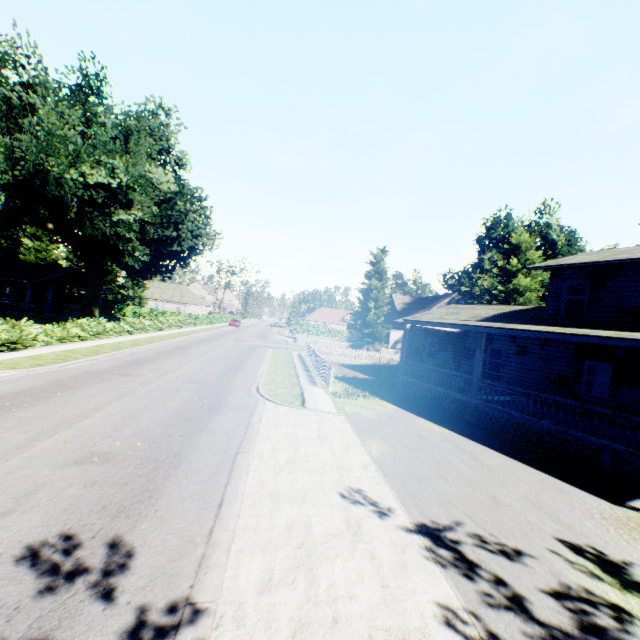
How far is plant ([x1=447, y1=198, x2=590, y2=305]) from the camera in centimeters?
3281cm

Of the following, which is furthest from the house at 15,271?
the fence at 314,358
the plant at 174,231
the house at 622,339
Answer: the house at 622,339

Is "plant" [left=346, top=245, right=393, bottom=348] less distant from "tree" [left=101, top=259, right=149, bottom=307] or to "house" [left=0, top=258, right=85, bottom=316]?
"tree" [left=101, top=259, right=149, bottom=307]

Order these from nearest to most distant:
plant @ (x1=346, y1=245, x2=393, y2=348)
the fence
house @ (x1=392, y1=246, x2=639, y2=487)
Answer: house @ (x1=392, y1=246, x2=639, y2=487) → the fence → plant @ (x1=346, y1=245, x2=393, y2=348)

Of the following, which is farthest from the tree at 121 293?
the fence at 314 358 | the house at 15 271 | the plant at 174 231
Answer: the fence at 314 358

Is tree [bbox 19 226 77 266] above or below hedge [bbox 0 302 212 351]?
above

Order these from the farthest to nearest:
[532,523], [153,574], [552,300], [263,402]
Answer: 1. [552,300]
2. [263,402]
3. [532,523]
4. [153,574]

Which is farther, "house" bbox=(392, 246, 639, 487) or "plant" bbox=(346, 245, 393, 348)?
"plant" bbox=(346, 245, 393, 348)
